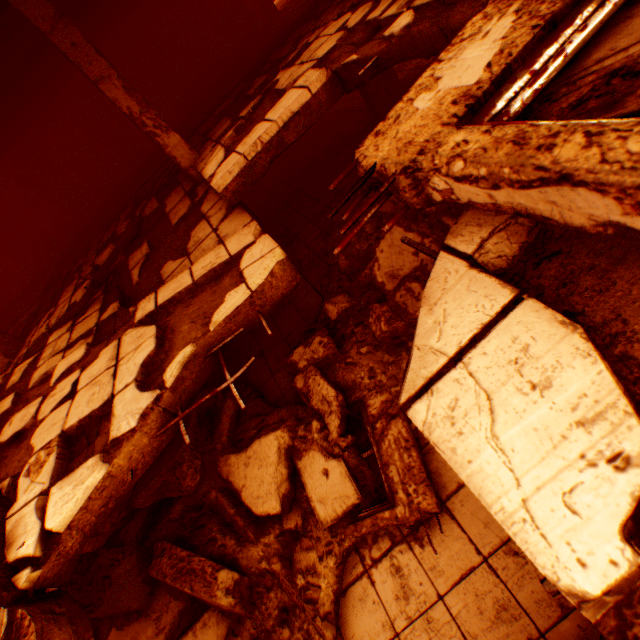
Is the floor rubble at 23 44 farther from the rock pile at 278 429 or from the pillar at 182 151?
the rock pile at 278 429

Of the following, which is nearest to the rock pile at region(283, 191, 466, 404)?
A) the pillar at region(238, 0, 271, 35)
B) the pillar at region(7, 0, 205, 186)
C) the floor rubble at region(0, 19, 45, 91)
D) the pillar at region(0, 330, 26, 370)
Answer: the pillar at region(7, 0, 205, 186)

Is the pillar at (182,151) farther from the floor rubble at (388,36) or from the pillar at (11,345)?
the pillar at (11,345)

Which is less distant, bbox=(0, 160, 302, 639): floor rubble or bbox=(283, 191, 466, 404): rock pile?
bbox=(0, 160, 302, 639): floor rubble

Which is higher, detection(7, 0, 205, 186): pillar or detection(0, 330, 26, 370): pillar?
detection(7, 0, 205, 186): pillar

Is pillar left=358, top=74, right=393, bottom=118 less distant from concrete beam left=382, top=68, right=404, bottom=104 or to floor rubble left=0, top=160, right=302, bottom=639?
concrete beam left=382, top=68, right=404, bottom=104

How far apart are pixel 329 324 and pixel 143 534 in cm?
385

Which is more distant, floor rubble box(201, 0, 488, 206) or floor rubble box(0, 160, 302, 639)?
floor rubble box(201, 0, 488, 206)
